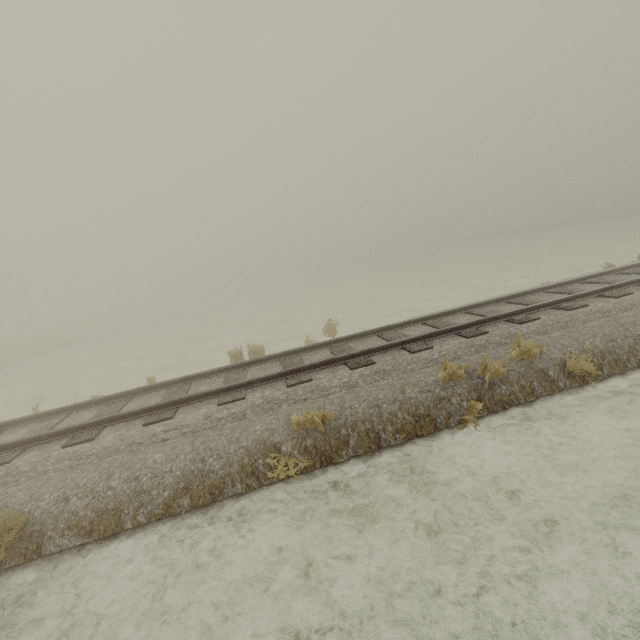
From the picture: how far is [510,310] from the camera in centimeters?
805cm
